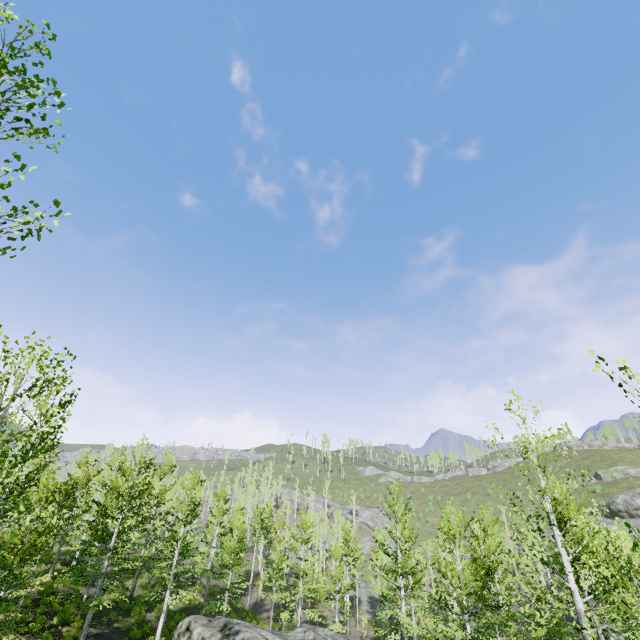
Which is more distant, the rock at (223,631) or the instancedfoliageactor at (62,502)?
the rock at (223,631)

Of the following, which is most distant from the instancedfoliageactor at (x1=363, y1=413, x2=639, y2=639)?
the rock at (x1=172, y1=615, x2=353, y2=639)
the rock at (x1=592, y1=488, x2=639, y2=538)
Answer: the rock at (x1=592, y1=488, x2=639, y2=538)

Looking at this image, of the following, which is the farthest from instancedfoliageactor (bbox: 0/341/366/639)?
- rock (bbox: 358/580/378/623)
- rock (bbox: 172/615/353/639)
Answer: rock (bbox: 358/580/378/623)

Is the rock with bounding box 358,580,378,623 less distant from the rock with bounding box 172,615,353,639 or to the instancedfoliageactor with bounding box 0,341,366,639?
the instancedfoliageactor with bounding box 0,341,366,639

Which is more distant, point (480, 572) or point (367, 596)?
point (367, 596)

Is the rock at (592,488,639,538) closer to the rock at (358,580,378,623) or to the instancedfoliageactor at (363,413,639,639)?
the instancedfoliageactor at (363,413,639,639)

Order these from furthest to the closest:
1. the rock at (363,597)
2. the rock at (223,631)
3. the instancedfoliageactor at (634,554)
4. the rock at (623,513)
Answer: the rock at (623,513) < the rock at (363,597) < the rock at (223,631) < the instancedfoliageactor at (634,554)

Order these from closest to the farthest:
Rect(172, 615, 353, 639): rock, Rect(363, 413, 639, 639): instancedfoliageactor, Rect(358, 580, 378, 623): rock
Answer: Rect(363, 413, 639, 639): instancedfoliageactor < Rect(172, 615, 353, 639): rock < Rect(358, 580, 378, 623): rock
